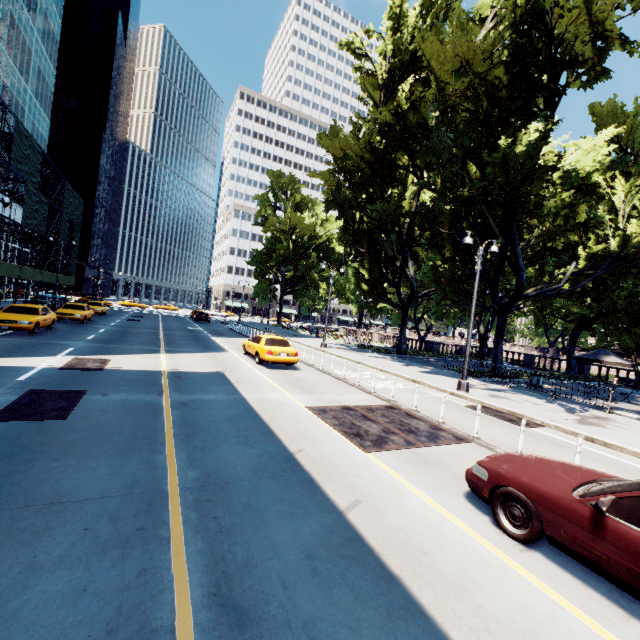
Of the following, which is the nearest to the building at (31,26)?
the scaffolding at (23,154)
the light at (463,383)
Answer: the scaffolding at (23,154)

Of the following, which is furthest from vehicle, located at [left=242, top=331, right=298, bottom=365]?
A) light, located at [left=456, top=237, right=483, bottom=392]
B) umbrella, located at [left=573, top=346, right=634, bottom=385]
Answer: umbrella, located at [left=573, top=346, right=634, bottom=385]

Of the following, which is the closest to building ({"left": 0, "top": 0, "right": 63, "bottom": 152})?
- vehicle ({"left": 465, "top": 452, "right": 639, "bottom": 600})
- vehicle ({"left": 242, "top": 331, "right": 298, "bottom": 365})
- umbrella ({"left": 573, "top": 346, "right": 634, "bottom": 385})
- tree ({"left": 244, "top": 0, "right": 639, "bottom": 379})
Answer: vehicle ({"left": 242, "top": 331, "right": 298, "bottom": 365})

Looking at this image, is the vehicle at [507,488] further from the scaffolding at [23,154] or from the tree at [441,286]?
the scaffolding at [23,154]

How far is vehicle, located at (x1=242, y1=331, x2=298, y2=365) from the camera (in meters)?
15.60

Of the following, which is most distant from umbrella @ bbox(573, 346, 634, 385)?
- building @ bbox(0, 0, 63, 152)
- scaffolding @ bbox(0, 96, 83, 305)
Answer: scaffolding @ bbox(0, 96, 83, 305)

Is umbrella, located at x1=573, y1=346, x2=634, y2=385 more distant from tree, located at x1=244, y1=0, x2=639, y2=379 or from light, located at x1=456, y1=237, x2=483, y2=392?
light, located at x1=456, y1=237, x2=483, y2=392

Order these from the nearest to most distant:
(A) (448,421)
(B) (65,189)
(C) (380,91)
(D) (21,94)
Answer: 1. (A) (448,421)
2. (C) (380,91)
3. (D) (21,94)
4. (B) (65,189)
